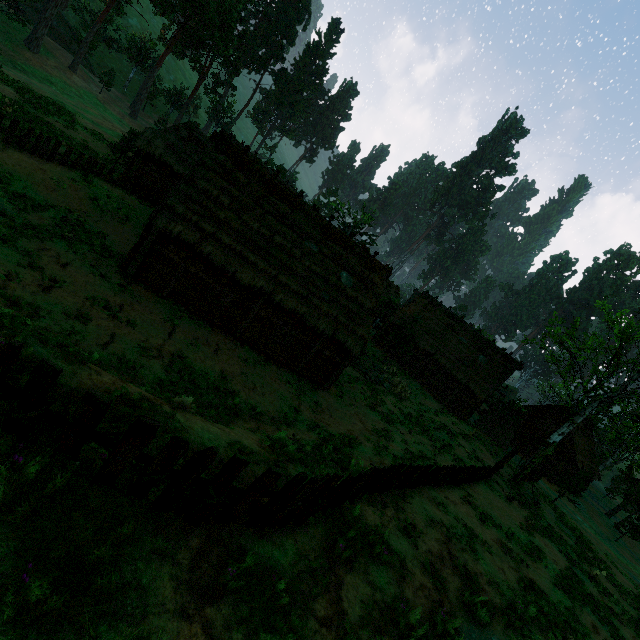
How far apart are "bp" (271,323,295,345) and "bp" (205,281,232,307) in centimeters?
353cm

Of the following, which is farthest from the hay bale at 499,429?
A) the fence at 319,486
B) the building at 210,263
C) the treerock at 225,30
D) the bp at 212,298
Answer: the bp at 212,298

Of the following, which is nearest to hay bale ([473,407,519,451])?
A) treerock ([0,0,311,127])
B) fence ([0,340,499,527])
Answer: treerock ([0,0,311,127])

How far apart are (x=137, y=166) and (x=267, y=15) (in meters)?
55.76

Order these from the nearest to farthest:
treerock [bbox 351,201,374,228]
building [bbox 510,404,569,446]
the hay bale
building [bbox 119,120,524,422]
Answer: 1. building [bbox 119,120,524,422]
2. the hay bale
3. building [bbox 510,404,569,446]
4. treerock [bbox 351,201,374,228]

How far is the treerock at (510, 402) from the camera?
36.44m

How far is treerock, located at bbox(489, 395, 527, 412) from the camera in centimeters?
3644cm
